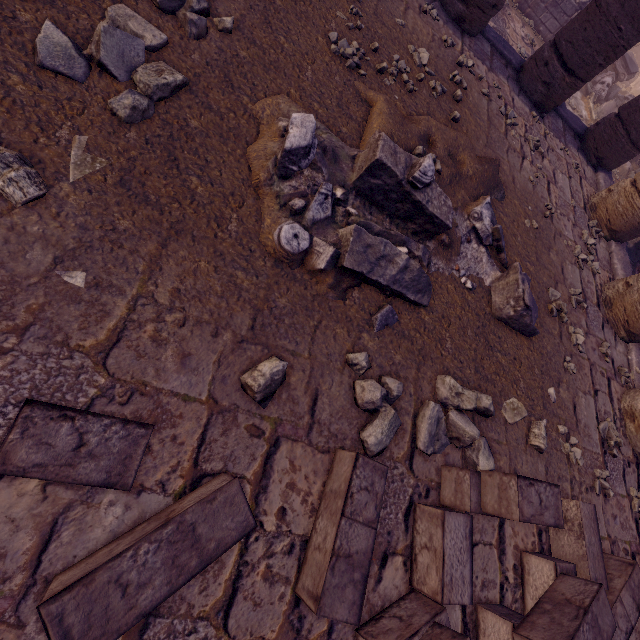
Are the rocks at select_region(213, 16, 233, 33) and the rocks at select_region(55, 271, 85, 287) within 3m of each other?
yes

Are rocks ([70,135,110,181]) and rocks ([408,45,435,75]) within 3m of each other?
no

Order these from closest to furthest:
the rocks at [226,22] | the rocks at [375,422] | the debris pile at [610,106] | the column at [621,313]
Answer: the rocks at [375,422], the rocks at [226,22], the column at [621,313], the debris pile at [610,106]

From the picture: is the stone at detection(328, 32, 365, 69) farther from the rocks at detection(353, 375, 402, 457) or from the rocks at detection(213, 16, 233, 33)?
the rocks at detection(353, 375, 402, 457)

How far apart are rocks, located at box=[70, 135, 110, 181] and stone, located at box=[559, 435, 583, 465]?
5.0 meters

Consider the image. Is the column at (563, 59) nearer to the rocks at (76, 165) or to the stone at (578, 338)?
the stone at (578, 338)

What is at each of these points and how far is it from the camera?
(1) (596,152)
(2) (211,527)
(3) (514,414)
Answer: (1) column, 6.9 meters
(2) stone blocks, 1.6 meters
(3) rocks, 3.4 meters

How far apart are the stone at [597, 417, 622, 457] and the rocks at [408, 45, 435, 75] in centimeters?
491cm
